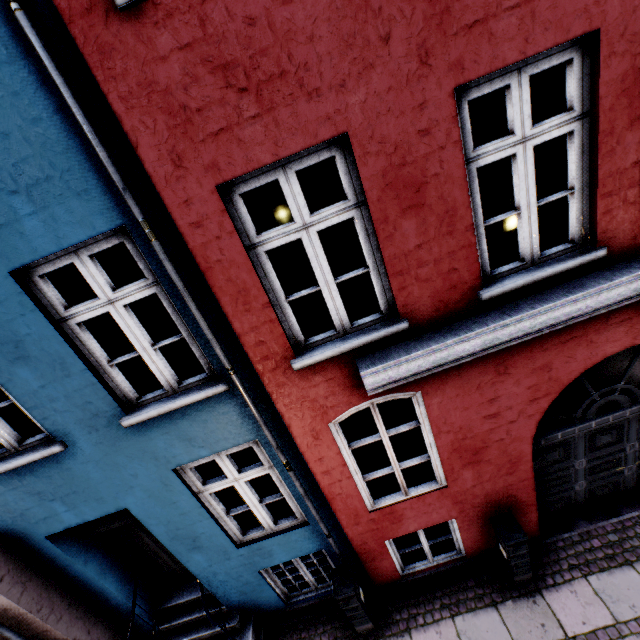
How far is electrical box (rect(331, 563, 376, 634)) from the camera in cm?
441

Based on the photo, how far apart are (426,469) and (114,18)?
8.0m

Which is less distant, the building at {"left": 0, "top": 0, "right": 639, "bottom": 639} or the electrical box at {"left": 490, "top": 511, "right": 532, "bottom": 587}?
the building at {"left": 0, "top": 0, "right": 639, "bottom": 639}

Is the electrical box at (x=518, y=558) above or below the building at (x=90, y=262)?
below

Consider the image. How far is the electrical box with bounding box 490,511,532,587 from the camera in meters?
4.3

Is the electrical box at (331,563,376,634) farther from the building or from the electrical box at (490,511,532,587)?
the electrical box at (490,511,532,587)

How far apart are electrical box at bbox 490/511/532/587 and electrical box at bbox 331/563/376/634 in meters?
2.1

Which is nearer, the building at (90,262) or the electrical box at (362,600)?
the building at (90,262)
